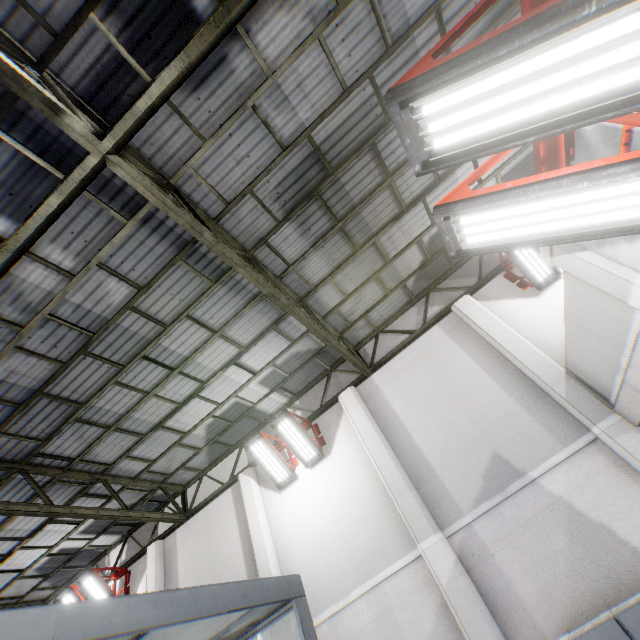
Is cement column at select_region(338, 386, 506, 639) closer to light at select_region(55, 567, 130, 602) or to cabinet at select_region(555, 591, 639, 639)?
cabinet at select_region(555, 591, 639, 639)

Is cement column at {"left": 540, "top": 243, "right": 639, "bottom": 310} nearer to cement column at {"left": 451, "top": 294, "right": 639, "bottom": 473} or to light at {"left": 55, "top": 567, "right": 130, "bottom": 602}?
cement column at {"left": 451, "top": 294, "right": 639, "bottom": 473}

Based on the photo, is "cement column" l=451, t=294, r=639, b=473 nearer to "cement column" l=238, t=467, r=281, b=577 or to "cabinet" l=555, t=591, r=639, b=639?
"cabinet" l=555, t=591, r=639, b=639

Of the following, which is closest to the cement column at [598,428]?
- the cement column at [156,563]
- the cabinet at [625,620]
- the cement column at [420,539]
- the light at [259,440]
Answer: the cabinet at [625,620]

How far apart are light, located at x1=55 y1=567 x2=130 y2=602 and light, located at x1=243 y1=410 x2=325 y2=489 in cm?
726

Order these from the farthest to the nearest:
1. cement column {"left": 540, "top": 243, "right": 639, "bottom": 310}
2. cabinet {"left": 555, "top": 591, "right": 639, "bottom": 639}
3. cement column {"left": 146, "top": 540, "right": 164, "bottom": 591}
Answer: cement column {"left": 146, "top": 540, "right": 164, "bottom": 591} → cabinet {"left": 555, "top": 591, "right": 639, "bottom": 639} → cement column {"left": 540, "top": 243, "right": 639, "bottom": 310}

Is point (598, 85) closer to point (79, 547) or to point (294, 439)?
point (294, 439)

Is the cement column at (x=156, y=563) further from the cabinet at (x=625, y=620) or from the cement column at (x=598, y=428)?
the cement column at (x=598, y=428)
